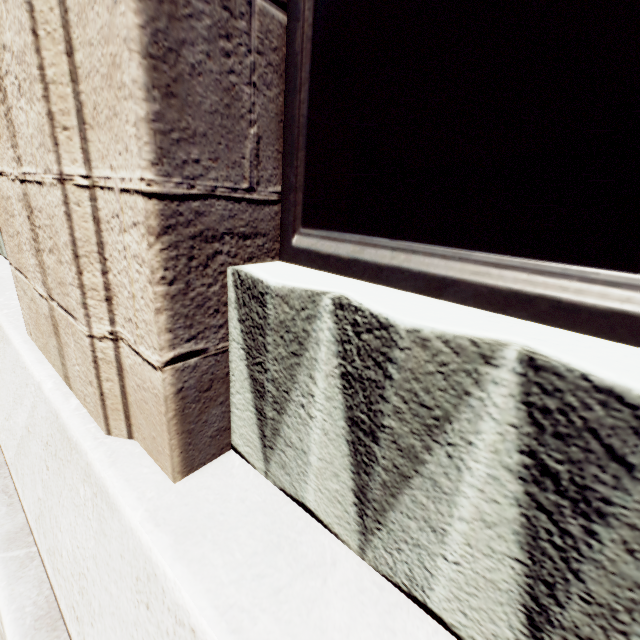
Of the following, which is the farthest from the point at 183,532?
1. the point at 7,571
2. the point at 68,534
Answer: the point at 7,571
